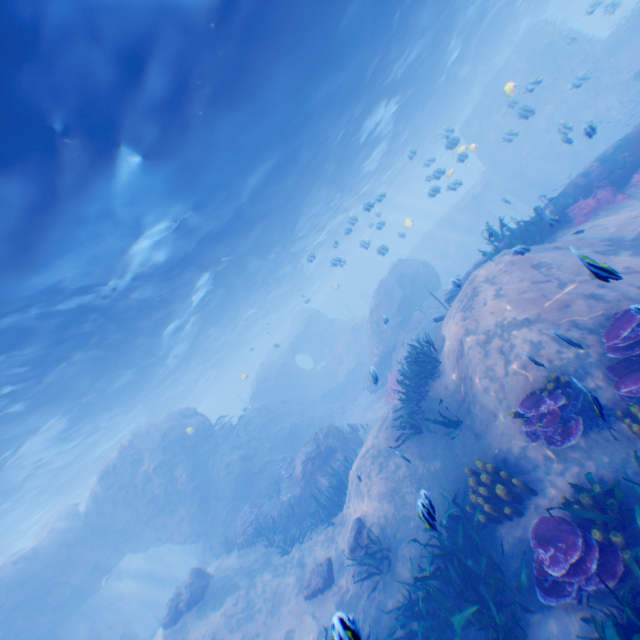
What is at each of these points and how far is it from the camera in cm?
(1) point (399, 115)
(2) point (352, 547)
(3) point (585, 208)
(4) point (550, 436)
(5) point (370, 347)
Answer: (1) light, 2188
(2) rock, 948
(3) instancedfoliageactor, 1038
(4) instancedfoliageactor, 600
(5) rock, 2172

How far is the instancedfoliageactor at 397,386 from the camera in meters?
9.7 m

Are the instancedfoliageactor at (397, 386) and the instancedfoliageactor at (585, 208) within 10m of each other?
yes

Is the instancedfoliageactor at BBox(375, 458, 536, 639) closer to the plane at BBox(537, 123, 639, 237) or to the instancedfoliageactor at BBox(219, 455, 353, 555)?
the instancedfoliageactor at BBox(219, 455, 353, 555)

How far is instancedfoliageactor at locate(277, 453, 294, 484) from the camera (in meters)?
16.23

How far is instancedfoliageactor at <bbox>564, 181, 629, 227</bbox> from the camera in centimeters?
980cm

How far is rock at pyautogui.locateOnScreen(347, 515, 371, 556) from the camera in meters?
9.4 m
